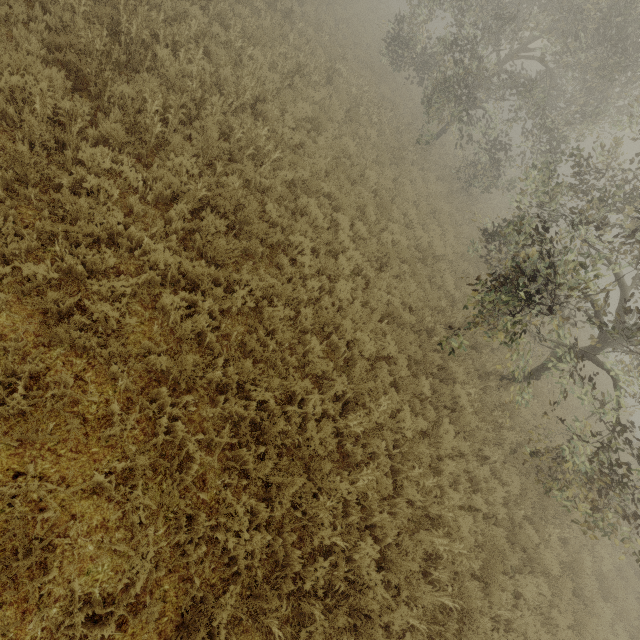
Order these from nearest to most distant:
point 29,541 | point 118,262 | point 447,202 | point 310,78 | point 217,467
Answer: point 29,541, point 217,467, point 118,262, point 310,78, point 447,202
